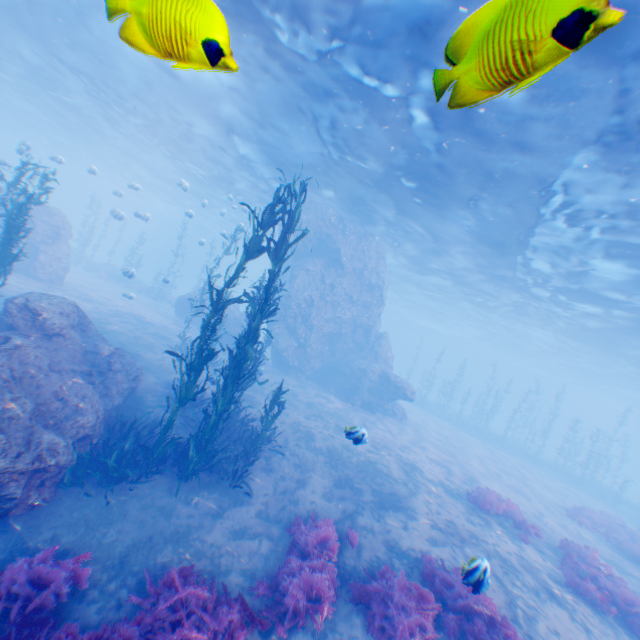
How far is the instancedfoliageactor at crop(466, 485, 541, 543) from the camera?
12.2 meters

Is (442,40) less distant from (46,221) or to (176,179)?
(46,221)

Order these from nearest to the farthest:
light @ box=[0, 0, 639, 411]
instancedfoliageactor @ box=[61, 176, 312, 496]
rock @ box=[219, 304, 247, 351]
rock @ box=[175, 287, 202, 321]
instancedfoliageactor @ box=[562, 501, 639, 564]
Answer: light @ box=[0, 0, 639, 411], instancedfoliageactor @ box=[61, 176, 312, 496], instancedfoliageactor @ box=[562, 501, 639, 564], rock @ box=[219, 304, 247, 351], rock @ box=[175, 287, 202, 321]

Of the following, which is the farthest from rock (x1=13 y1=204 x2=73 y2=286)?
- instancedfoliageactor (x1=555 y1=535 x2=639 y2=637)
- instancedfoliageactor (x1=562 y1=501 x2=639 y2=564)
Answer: instancedfoliageactor (x1=562 y1=501 x2=639 y2=564)

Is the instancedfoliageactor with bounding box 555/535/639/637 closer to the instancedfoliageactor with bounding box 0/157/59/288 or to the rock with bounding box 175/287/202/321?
the rock with bounding box 175/287/202/321

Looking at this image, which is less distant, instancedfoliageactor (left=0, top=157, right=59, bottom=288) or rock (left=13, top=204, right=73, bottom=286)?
instancedfoliageactor (left=0, top=157, right=59, bottom=288)

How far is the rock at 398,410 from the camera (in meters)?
22.78
